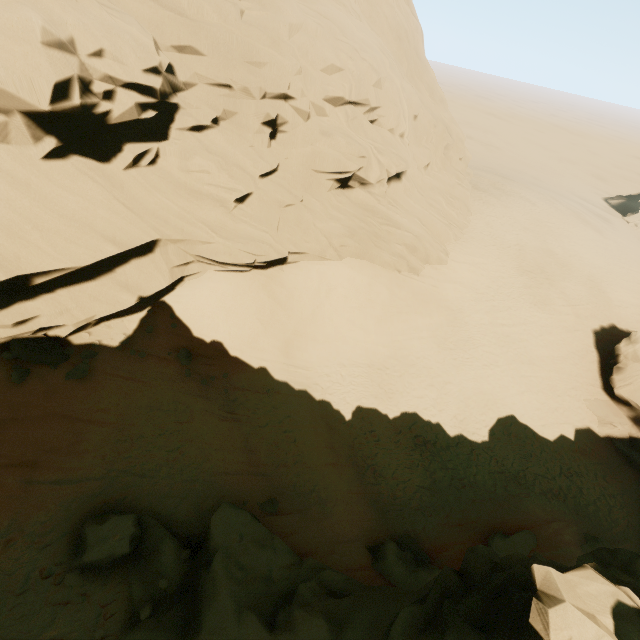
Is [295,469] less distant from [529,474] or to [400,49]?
[529,474]

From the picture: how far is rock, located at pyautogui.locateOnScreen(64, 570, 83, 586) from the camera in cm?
876

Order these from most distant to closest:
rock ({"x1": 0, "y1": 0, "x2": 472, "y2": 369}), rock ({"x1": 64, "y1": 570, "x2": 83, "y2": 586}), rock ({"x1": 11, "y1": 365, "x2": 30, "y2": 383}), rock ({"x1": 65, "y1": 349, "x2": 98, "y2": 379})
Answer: rock ({"x1": 65, "y1": 349, "x2": 98, "y2": 379}) < rock ({"x1": 11, "y1": 365, "x2": 30, "y2": 383}) < rock ({"x1": 0, "y1": 0, "x2": 472, "y2": 369}) < rock ({"x1": 64, "y1": 570, "x2": 83, "y2": 586})

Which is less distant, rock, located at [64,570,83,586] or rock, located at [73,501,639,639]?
rock, located at [73,501,639,639]

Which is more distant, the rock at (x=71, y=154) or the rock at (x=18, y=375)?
the rock at (x=18, y=375)

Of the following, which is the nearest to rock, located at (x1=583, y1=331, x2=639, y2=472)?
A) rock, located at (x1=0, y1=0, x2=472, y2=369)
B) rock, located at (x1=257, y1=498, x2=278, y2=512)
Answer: rock, located at (x1=0, y1=0, x2=472, y2=369)

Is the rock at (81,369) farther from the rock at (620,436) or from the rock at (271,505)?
the rock at (620,436)

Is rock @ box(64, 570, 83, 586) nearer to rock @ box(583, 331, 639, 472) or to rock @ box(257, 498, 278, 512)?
rock @ box(257, 498, 278, 512)
